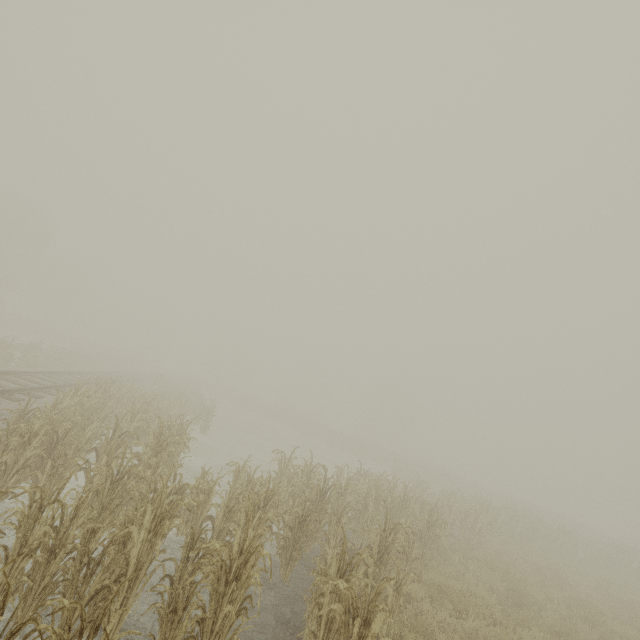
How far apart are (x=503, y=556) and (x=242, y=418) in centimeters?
2825cm
